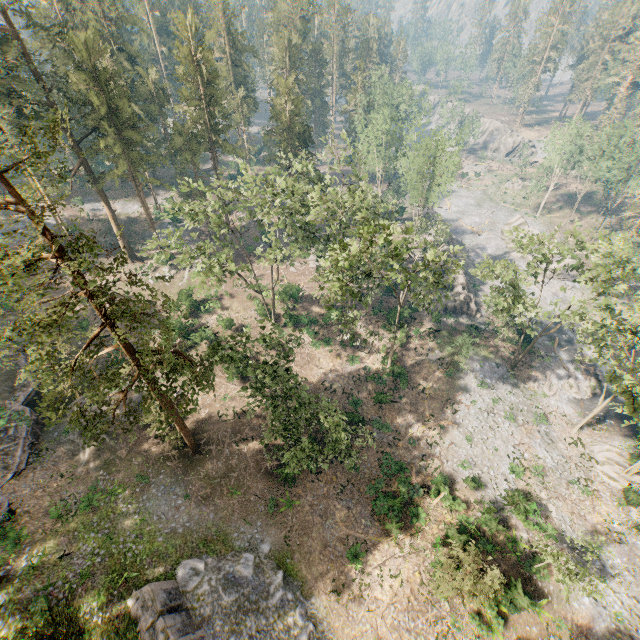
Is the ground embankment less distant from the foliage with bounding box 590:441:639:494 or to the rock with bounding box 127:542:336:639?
the foliage with bounding box 590:441:639:494

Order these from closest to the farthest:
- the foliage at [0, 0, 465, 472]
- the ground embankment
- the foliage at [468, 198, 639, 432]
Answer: the foliage at [0, 0, 465, 472]
the foliage at [468, 198, 639, 432]
the ground embankment

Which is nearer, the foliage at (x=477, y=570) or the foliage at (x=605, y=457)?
the foliage at (x=477, y=570)

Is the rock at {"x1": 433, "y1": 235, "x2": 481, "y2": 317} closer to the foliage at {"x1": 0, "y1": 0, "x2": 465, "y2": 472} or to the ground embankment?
the foliage at {"x1": 0, "y1": 0, "x2": 465, "y2": 472}

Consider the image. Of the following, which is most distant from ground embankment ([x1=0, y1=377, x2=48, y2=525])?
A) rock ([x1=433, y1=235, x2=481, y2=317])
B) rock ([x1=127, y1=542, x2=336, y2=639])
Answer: rock ([x1=433, y1=235, x2=481, y2=317])

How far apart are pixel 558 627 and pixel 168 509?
29.5m

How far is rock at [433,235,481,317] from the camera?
44.4m

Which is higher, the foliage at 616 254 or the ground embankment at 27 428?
the foliage at 616 254
